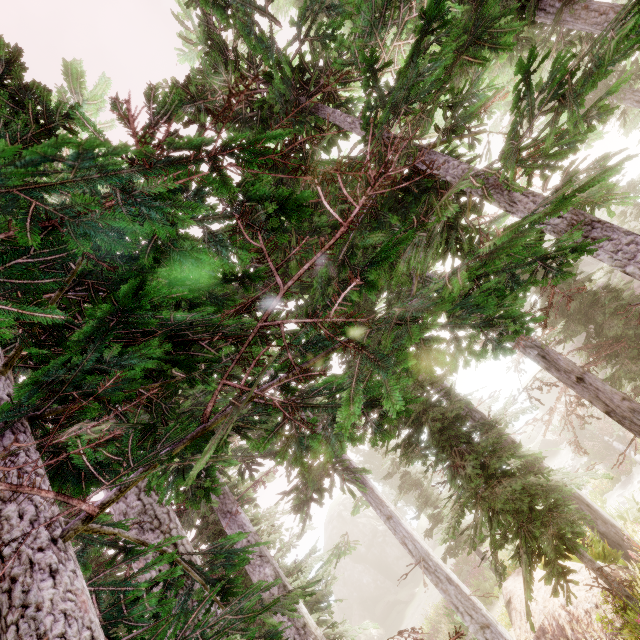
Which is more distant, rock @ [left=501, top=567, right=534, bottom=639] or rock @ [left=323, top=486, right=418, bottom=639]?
rock @ [left=323, top=486, right=418, bottom=639]

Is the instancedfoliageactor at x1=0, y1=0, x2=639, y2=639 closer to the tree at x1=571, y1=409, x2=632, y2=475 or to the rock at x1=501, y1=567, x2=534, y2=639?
the rock at x1=501, y1=567, x2=534, y2=639

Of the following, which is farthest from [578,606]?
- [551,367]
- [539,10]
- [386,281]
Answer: [539,10]

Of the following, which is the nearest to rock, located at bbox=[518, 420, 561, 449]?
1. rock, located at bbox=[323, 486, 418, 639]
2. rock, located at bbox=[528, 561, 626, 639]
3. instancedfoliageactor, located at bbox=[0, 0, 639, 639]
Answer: instancedfoliageactor, located at bbox=[0, 0, 639, 639]

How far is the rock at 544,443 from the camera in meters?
A: 29.4 m

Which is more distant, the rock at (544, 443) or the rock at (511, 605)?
the rock at (544, 443)

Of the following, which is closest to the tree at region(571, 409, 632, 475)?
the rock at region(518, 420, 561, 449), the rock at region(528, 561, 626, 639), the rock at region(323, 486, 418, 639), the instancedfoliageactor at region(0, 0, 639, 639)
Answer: the instancedfoliageactor at region(0, 0, 639, 639)

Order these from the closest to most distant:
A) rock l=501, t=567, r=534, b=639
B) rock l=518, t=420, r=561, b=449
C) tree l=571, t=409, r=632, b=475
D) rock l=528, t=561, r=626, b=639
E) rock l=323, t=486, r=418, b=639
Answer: rock l=528, t=561, r=626, b=639 → rock l=501, t=567, r=534, b=639 → tree l=571, t=409, r=632, b=475 → rock l=518, t=420, r=561, b=449 → rock l=323, t=486, r=418, b=639
